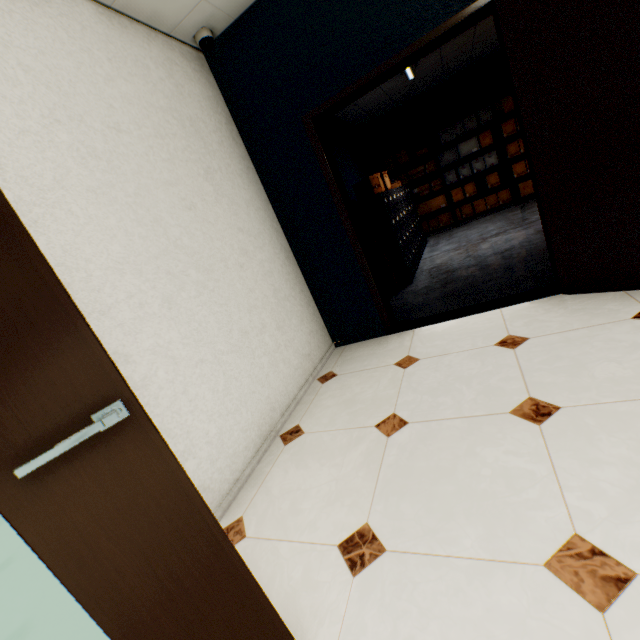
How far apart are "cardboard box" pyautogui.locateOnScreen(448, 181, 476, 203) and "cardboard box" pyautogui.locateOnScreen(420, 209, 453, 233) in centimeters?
14cm

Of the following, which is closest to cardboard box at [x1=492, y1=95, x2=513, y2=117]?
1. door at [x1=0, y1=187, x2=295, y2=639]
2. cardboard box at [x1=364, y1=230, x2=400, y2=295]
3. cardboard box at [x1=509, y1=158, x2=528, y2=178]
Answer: cardboard box at [x1=509, y1=158, x2=528, y2=178]

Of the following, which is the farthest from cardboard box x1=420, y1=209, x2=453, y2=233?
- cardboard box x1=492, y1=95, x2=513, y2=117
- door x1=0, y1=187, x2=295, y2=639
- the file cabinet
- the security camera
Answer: door x1=0, y1=187, x2=295, y2=639

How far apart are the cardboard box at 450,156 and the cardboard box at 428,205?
0.56m

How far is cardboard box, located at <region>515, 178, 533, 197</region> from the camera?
6.7 meters

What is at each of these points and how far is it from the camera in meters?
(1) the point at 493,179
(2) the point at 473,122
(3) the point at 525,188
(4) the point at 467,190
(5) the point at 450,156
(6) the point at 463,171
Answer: (1) cardboard box, 6.9 m
(2) cardboard box, 6.6 m
(3) cardboard box, 6.8 m
(4) cardboard box, 7.2 m
(5) cardboard box, 7.1 m
(6) cardboard box, 7.1 m

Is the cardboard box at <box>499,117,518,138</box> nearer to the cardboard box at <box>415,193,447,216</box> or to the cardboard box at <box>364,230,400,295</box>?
the cardboard box at <box>415,193,447,216</box>

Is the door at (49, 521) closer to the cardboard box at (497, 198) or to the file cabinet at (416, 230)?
the file cabinet at (416, 230)
